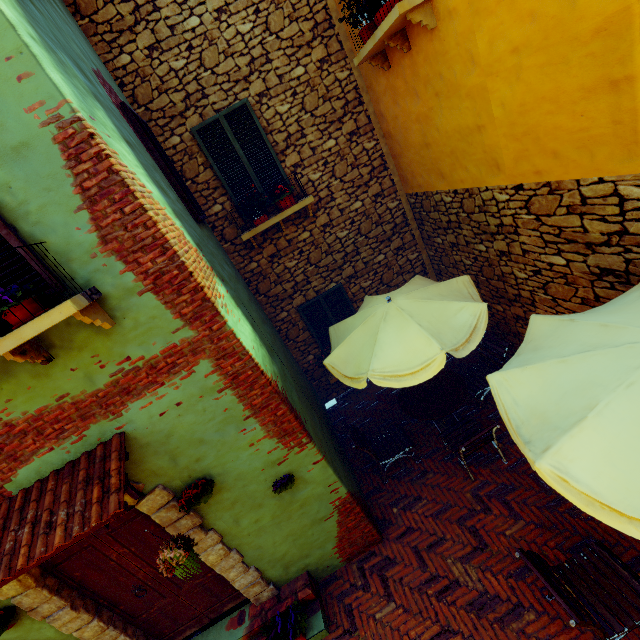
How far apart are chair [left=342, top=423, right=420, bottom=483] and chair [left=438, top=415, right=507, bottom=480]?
0.4 meters

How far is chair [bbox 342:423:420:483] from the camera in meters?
5.3

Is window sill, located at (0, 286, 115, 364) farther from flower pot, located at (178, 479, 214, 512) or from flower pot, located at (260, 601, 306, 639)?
flower pot, located at (260, 601, 306, 639)

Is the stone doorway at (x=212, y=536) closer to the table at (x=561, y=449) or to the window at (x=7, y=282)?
the window at (x=7, y=282)

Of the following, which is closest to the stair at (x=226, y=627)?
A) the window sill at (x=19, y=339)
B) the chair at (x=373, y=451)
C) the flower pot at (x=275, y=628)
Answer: the flower pot at (x=275, y=628)

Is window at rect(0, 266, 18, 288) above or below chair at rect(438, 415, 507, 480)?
above

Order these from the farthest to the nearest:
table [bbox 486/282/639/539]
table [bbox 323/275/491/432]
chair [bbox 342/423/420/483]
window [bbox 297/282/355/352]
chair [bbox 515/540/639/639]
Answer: window [bbox 297/282/355/352]
chair [bbox 342/423/420/483]
table [bbox 323/275/491/432]
chair [bbox 515/540/639/639]
table [bbox 486/282/639/539]

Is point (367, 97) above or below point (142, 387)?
above
